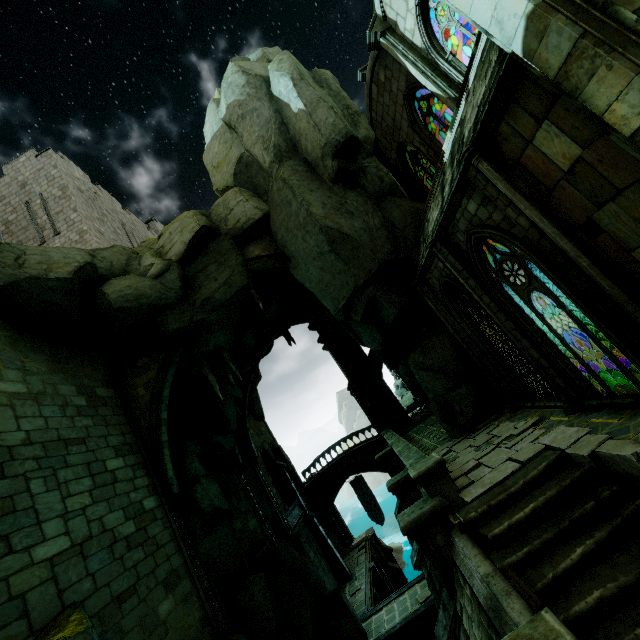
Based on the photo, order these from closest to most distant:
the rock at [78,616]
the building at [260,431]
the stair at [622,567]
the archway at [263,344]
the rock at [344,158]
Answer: the stair at [622,567] → the rock at [78,616] → the rock at [344,158] → the building at [260,431] → the archway at [263,344]

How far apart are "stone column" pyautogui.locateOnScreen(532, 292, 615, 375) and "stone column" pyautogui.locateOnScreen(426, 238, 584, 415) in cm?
688

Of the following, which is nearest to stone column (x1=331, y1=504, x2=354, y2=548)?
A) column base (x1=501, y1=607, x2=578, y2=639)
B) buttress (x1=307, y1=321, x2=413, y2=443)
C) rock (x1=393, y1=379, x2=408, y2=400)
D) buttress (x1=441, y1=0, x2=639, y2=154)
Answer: rock (x1=393, y1=379, x2=408, y2=400)

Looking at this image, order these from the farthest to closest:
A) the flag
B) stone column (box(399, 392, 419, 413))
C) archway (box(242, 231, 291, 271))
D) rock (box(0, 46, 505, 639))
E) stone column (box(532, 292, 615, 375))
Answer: stone column (box(399, 392, 419, 413)) < the flag < archway (box(242, 231, 291, 271)) < stone column (box(532, 292, 615, 375)) < rock (box(0, 46, 505, 639))

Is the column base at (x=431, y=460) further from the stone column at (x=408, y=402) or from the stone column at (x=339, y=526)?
the stone column at (x=339, y=526)

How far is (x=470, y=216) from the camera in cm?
763

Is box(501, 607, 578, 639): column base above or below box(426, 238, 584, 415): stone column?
below

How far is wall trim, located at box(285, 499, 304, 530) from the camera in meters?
22.8
